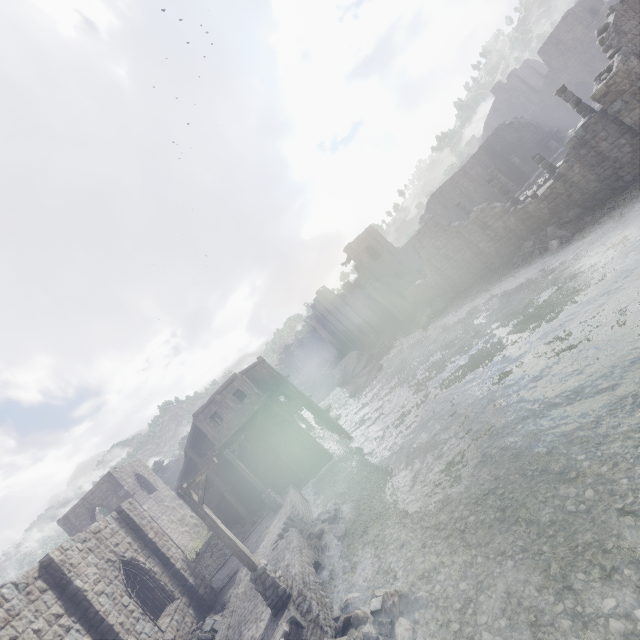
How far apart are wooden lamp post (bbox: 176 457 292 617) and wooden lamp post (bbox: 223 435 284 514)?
8.9 meters

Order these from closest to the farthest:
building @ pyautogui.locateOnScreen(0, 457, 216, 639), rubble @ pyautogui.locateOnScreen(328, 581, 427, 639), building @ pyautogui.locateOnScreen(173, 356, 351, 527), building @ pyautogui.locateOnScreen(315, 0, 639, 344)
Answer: rubble @ pyautogui.locateOnScreen(328, 581, 427, 639)
building @ pyautogui.locateOnScreen(0, 457, 216, 639)
building @ pyautogui.locateOnScreen(315, 0, 639, 344)
building @ pyautogui.locateOnScreen(173, 356, 351, 527)

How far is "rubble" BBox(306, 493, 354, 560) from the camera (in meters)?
13.97

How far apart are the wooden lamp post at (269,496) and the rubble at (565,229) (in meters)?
22.08

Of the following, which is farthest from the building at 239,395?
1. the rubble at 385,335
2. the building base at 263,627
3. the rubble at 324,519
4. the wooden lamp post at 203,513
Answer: the rubble at 324,519

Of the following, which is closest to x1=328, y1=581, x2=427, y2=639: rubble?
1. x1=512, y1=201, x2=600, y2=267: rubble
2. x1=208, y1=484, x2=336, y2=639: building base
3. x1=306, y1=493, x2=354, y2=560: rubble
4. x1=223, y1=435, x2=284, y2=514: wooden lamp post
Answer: x1=208, y1=484, x2=336, y2=639: building base

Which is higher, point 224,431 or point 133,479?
point 133,479

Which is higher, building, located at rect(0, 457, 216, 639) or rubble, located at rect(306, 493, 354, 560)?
building, located at rect(0, 457, 216, 639)
